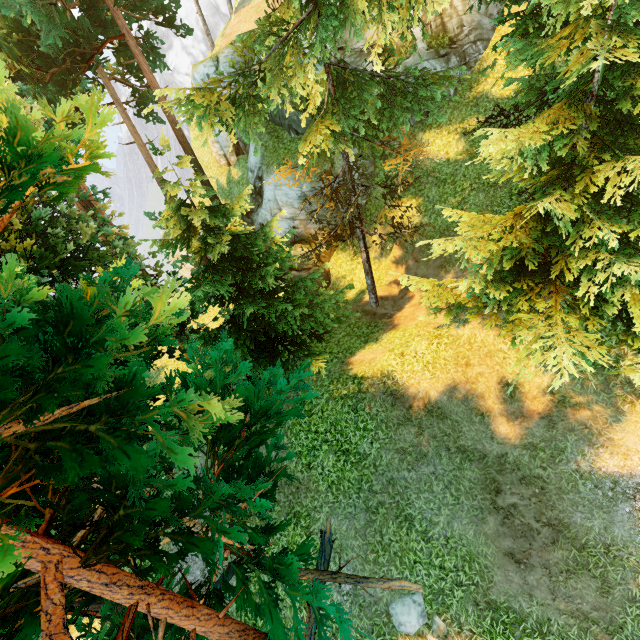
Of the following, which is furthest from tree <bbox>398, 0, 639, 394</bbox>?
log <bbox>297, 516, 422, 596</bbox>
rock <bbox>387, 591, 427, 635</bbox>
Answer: rock <bbox>387, 591, 427, 635</bbox>

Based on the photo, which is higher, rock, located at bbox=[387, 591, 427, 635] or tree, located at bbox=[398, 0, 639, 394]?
tree, located at bbox=[398, 0, 639, 394]

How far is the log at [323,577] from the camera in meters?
8.9

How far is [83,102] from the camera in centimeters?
262cm

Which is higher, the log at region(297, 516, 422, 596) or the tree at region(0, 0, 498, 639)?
the tree at region(0, 0, 498, 639)

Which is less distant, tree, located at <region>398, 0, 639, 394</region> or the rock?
tree, located at <region>398, 0, 639, 394</region>

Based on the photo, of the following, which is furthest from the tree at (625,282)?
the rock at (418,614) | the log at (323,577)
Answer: the rock at (418,614)
